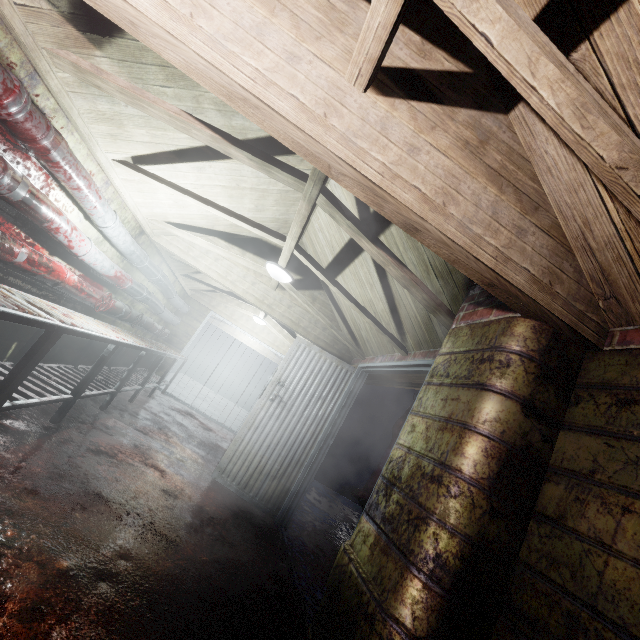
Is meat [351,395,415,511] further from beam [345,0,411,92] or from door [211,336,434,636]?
beam [345,0,411,92]

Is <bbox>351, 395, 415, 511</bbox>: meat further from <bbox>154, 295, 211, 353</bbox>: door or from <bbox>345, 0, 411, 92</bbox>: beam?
<bbox>154, 295, 211, 353</bbox>: door

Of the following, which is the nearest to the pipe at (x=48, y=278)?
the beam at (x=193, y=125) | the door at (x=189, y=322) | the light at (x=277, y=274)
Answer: the door at (x=189, y=322)

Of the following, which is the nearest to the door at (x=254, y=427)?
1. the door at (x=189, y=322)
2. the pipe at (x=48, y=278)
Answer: the pipe at (x=48, y=278)

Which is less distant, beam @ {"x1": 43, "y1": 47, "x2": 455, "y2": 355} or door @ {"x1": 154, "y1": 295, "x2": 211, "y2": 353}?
beam @ {"x1": 43, "y1": 47, "x2": 455, "y2": 355}

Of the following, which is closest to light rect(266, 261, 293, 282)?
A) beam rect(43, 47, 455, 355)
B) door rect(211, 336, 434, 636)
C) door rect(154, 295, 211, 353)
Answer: beam rect(43, 47, 455, 355)

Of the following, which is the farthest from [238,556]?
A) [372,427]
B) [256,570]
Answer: [372,427]

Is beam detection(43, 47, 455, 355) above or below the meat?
above
